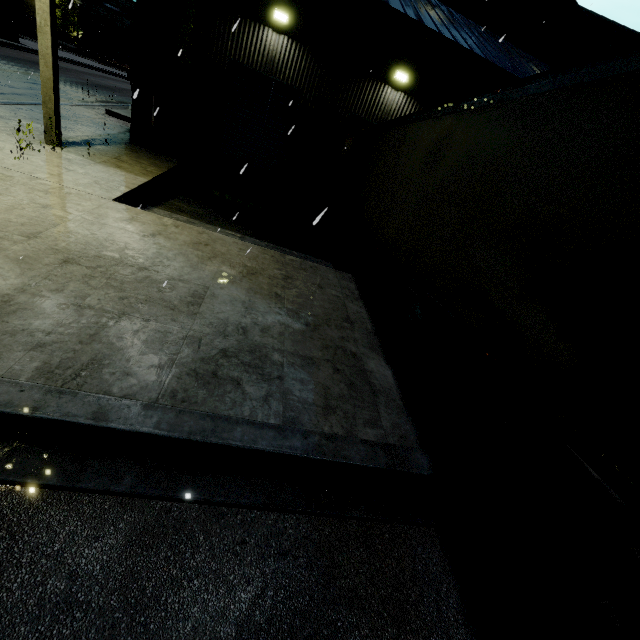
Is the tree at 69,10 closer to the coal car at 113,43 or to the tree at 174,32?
the coal car at 113,43

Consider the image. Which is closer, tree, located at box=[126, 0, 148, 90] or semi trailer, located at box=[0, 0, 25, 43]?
tree, located at box=[126, 0, 148, 90]

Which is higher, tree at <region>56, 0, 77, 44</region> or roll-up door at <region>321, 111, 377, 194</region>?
tree at <region>56, 0, 77, 44</region>

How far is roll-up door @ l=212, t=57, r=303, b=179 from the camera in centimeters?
1273cm

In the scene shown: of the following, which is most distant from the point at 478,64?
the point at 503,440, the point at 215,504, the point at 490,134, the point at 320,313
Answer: the point at 215,504

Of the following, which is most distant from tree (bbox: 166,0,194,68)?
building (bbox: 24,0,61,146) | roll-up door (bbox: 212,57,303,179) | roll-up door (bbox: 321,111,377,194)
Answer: roll-up door (bbox: 321,111,377,194)

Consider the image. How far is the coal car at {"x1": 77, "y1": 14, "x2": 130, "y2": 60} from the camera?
44.94m

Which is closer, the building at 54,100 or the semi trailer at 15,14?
the building at 54,100
